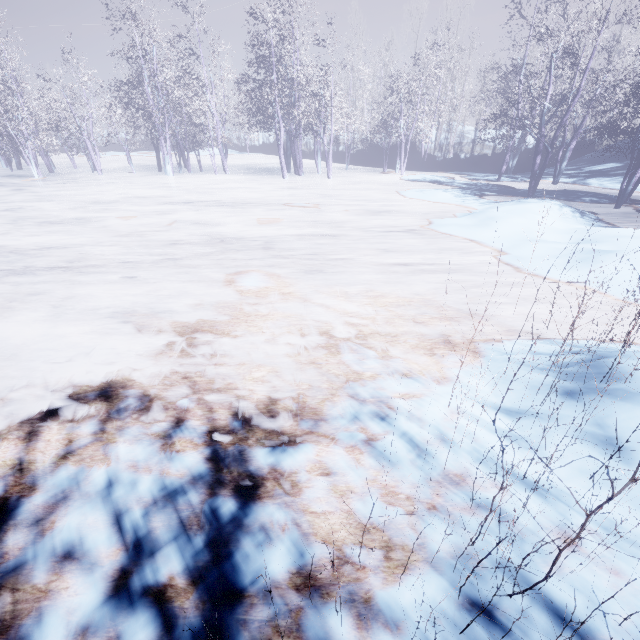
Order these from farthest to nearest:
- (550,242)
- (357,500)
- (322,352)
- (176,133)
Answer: (176,133)
(550,242)
(322,352)
(357,500)
